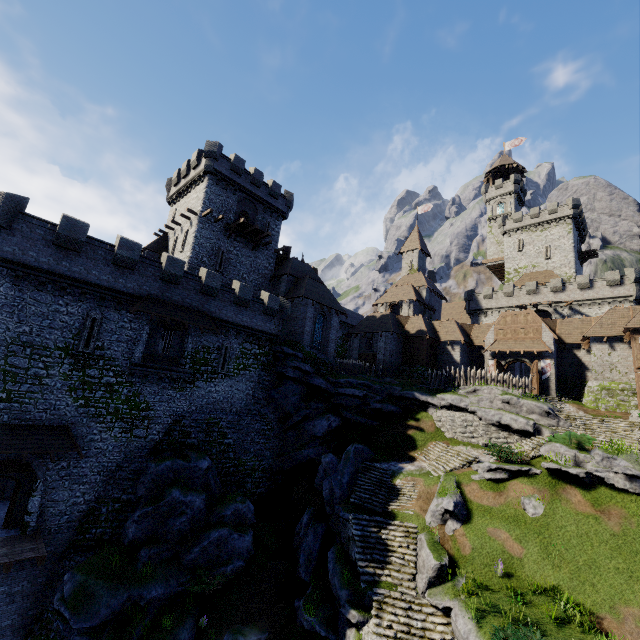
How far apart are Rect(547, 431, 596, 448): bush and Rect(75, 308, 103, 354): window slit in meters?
29.0 m

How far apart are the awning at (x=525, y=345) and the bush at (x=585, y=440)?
13.5 meters

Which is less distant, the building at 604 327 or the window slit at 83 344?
the window slit at 83 344

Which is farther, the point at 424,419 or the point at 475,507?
the point at 424,419

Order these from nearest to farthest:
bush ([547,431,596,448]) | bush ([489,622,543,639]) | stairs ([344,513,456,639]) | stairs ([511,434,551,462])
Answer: bush ([489,622,543,639]), stairs ([344,513,456,639]), bush ([547,431,596,448]), stairs ([511,434,551,462])

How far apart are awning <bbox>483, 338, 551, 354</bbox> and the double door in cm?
48

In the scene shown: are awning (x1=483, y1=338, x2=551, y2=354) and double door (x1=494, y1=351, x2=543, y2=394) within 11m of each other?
yes

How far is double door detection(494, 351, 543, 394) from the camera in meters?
31.9 m
